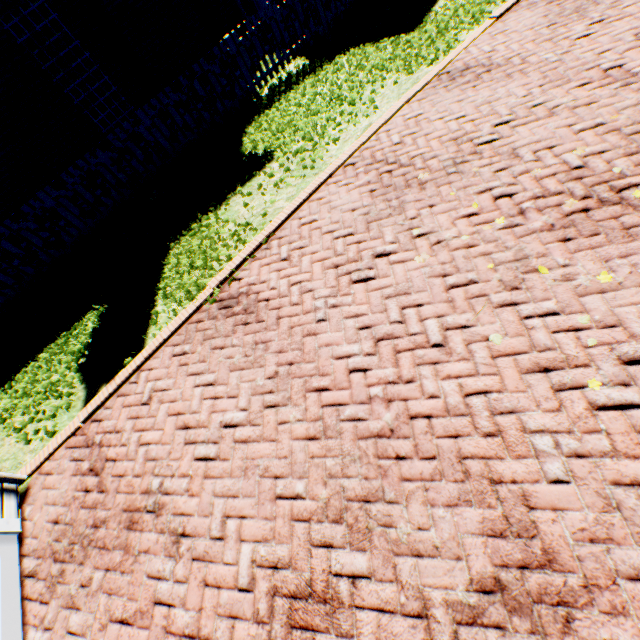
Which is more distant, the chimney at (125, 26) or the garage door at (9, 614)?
the chimney at (125, 26)

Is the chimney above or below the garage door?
above

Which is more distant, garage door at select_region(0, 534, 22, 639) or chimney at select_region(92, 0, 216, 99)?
chimney at select_region(92, 0, 216, 99)

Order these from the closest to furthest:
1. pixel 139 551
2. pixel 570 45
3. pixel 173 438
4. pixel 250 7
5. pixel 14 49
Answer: pixel 139 551, pixel 173 438, pixel 570 45, pixel 14 49, pixel 250 7

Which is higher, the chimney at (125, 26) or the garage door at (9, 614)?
the chimney at (125, 26)
